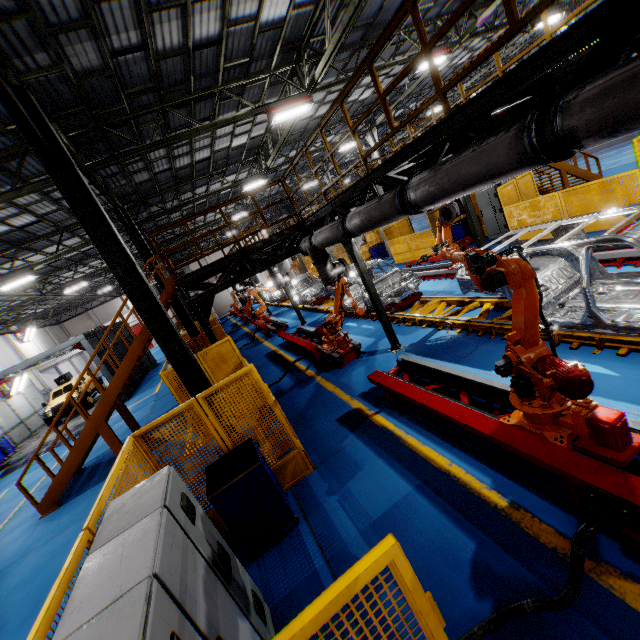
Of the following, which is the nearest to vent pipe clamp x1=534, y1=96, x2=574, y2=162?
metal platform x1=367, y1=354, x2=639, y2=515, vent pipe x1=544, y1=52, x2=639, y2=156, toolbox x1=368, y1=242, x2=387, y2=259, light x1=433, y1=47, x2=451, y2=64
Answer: vent pipe x1=544, y1=52, x2=639, y2=156

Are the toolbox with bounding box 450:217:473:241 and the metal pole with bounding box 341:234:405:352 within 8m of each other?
no

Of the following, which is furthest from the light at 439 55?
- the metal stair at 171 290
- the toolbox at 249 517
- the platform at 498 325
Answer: the toolbox at 249 517

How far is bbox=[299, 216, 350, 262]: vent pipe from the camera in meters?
6.8

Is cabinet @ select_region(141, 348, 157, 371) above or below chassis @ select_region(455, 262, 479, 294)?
below

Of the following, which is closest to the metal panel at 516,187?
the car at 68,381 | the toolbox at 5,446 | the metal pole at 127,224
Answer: the metal pole at 127,224

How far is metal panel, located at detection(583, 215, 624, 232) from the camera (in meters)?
9.34

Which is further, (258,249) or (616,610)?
(258,249)
